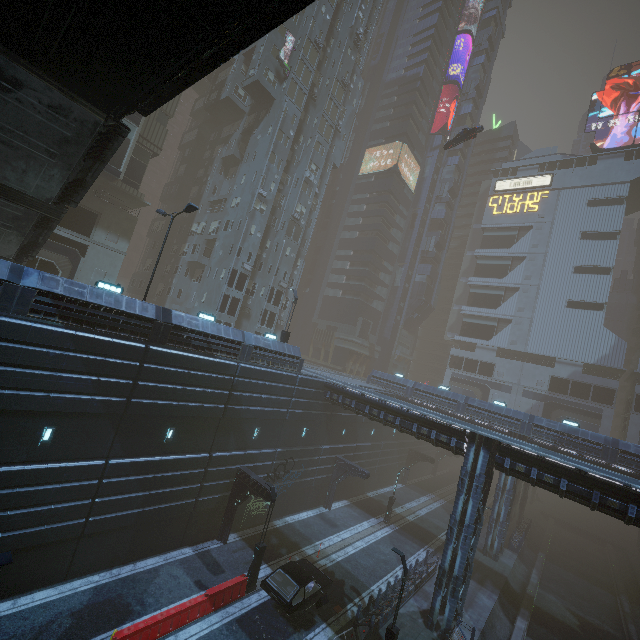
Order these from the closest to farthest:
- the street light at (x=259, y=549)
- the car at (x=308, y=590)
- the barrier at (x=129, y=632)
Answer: the barrier at (x=129, y=632), the car at (x=308, y=590), the street light at (x=259, y=549)

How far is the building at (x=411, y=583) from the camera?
20.8 meters

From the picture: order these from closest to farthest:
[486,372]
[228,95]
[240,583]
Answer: [240,583] < [228,95] < [486,372]

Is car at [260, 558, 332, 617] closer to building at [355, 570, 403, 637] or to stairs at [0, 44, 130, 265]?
building at [355, 570, 403, 637]

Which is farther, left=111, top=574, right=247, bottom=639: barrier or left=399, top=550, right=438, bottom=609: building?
left=399, top=550, right=438, bottom=609: building

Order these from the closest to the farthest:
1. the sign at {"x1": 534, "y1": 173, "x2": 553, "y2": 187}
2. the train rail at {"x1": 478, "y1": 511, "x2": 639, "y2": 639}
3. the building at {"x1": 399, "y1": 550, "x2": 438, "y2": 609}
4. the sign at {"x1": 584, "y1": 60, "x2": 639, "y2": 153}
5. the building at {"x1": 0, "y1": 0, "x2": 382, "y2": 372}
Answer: the building at {"x1": 0, "y1": 0, "x2": 382, "y2": 372}
the building at {"x1": 399, "y1": 550, "x2": 438, "y2": 609}
the train rail at {"x1": 478, "y1": 511, "x2": 639, "y2": 639}
the sign at {"x1": 584, "y1": 60, "x2": 639, "y2": 153}
the sign at {"x1": 534, "y1": 173, "x2": 553, "y2": 187}

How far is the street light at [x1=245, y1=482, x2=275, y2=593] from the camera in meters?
18.2

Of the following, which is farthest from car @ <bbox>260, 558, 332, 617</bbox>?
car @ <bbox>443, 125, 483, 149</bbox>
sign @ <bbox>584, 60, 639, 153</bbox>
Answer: sign @ <bbox>584, 60, 639, 153</bbox>
